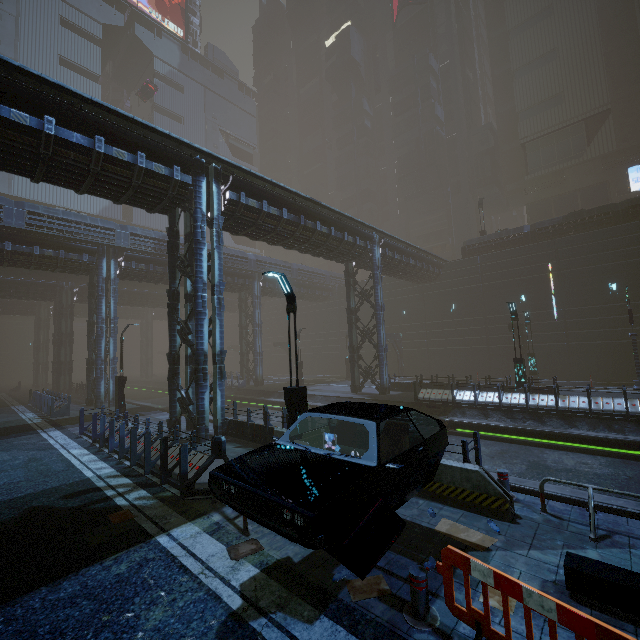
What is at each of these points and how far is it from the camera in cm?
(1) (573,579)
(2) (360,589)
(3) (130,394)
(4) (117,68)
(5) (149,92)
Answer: (1) bench, 432
(2) garbage cardboard, 464
(3) train rail, 4150
(4) building, 5844
(5) car, 4825

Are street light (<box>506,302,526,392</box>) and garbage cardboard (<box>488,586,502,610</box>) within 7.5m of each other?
no

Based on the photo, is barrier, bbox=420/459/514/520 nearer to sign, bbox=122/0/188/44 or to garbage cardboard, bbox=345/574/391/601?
garbage cardboard, bbox=345/574/391/601

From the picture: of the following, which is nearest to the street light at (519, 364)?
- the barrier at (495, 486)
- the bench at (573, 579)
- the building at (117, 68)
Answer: the building at (117, 68)

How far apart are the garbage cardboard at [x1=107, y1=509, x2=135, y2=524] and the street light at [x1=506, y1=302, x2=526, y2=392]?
18.7m

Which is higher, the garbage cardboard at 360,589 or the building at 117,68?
the building at 117,68

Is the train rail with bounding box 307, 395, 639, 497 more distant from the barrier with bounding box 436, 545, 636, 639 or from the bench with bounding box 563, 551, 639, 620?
the barrier with bounding box 436, 545, 636, 639

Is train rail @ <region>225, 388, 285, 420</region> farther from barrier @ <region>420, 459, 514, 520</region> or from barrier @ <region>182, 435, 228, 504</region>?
barrier @ <region>182, 435, 228, 504</region>
